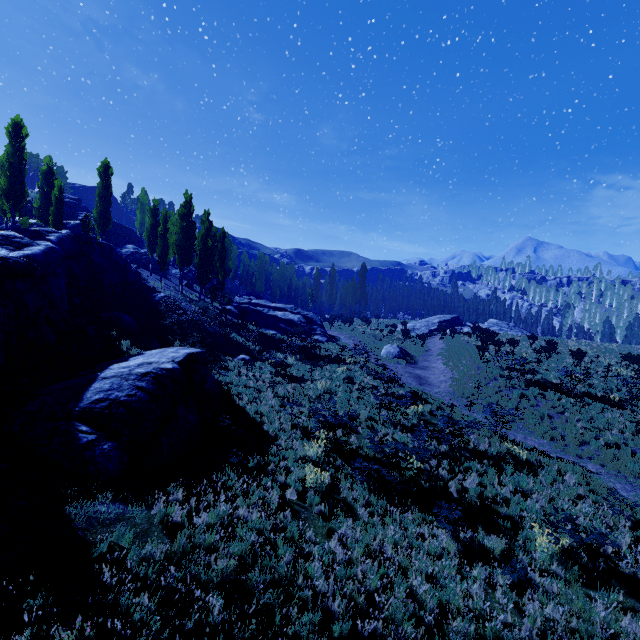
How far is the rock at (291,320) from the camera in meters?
33.2 m

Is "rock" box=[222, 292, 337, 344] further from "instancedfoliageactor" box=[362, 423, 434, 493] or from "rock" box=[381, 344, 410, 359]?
"rock" box=[381, 344, 410, 359]

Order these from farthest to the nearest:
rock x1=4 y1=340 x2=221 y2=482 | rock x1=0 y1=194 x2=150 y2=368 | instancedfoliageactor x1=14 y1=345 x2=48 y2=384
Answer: rock x1=0 y1=194 x2=150 y2=368, instancedfoliageactor x1=14 y1=345 x2=48 y2=384, rock x1=4 y1=340 x2=221 y2=482

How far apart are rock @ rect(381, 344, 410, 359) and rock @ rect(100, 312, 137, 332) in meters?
20.7 m

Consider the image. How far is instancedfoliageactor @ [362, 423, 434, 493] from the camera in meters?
9.6 m

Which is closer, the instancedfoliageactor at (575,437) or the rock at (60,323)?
the rock at (60,323)

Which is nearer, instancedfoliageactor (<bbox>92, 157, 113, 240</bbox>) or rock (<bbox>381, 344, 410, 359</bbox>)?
rock (<bbox>381, 344, 410, 359</bbox>)

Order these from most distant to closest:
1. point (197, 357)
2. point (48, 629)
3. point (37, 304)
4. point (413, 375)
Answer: point (413, 375)
point (197, 357)
point (37, 304)
point (48, 629)
